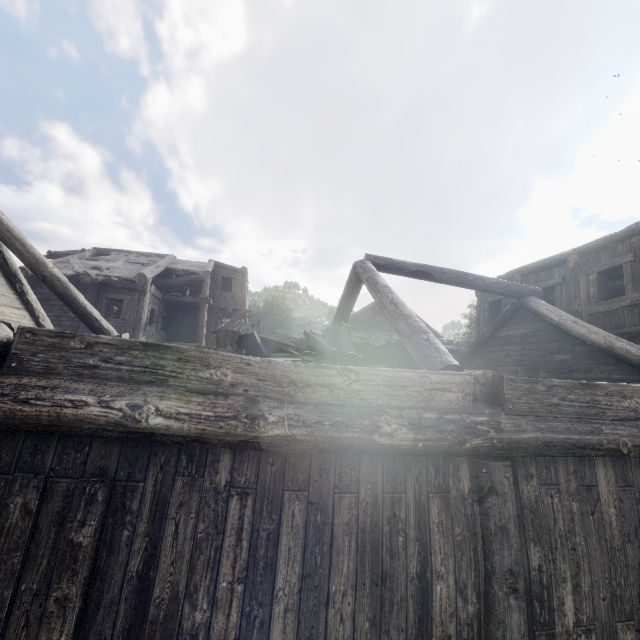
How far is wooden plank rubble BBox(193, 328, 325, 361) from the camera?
5.0 meters

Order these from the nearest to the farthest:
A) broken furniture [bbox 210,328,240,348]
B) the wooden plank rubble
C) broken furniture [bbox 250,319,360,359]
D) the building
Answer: the building, the wooden plank rubble, broken furniture [bbox 250,319,360,359], broken furniture [bbox 210,328,240,348]

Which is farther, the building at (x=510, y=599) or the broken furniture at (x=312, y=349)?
the broken furniture at (x=312, y=349)

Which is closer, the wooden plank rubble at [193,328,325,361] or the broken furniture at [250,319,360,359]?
the wooden plank rubble at [193,328,325,361]

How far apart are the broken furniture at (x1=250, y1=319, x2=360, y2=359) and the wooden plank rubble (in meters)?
0.01

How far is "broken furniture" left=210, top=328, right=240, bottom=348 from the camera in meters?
7.5

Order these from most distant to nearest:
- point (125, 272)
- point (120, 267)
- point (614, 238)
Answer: point (120, 267) → point (125, 272) → point (614, 238)

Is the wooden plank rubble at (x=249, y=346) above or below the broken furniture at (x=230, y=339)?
below
